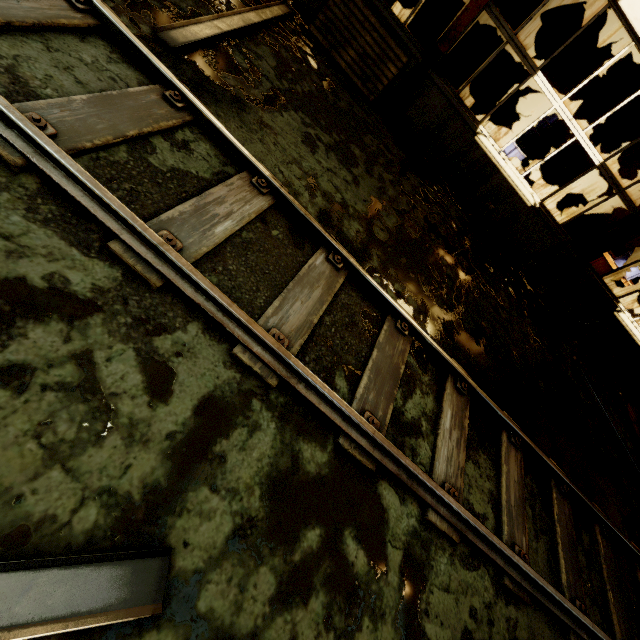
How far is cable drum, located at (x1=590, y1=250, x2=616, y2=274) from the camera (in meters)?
8.69

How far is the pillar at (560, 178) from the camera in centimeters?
948cm

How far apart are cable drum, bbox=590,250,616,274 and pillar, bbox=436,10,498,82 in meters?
6.3 m

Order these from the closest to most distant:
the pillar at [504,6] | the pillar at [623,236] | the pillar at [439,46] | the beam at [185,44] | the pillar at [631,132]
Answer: the beam at [185,44]
the pillar at [439,46]
the pillar at [623,236]
the pillar at [504,6]
the pillar at [631,132]

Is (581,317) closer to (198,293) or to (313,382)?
(313,382)

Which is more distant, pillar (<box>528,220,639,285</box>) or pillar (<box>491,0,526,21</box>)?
pillar (<box>491,0,526,21</box>)

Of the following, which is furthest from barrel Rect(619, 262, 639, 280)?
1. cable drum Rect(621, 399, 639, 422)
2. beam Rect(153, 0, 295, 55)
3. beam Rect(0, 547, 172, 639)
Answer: beam Rect(0, 547, 172, 639)

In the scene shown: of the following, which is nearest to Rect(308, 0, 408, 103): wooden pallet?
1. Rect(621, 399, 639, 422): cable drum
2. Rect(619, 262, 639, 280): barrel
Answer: Rect(619, 262, 639, 280): barrel
